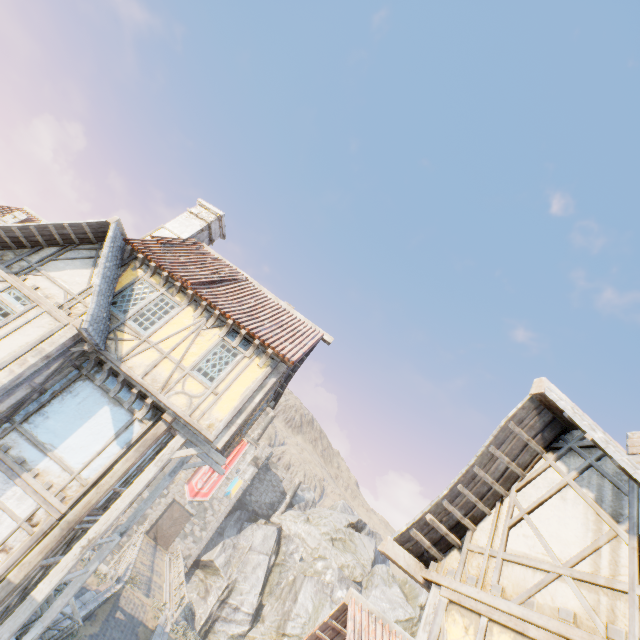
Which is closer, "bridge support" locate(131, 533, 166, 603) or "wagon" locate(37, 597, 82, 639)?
"wagon" locate(37, 597, 82, 639)

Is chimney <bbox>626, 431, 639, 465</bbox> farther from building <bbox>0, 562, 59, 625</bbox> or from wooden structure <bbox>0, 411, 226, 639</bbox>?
wooden structure <bbox>0, 411, 226, 639</bbox>

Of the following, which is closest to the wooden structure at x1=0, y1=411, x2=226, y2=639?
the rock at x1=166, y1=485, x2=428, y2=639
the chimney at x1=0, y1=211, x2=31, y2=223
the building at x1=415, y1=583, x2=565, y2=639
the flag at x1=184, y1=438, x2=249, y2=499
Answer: the flag at x1=184, y1=438, x2=249, y2=499

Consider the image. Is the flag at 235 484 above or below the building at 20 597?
above

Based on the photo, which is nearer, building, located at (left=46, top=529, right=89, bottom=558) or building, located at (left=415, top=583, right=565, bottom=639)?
building, located at (left=415, top=583, right=565, bottom=639)

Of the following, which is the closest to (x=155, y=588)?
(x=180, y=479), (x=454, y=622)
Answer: (x=180, y=479)

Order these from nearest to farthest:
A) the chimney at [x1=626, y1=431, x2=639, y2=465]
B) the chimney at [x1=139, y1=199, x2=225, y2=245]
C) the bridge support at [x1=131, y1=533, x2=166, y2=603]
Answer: the chimney at [x1=626, y1=431, x2=639, y2=465]
the chimney at [x1=139, y1=199, x2=225, y2=245]
the bridge support at [x1=131, y1=533, x2=166, y2=603]

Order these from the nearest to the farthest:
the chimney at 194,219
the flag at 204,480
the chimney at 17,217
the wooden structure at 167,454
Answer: the wooden structure at 167,454, the chimney at 17,217, the chimney at 194,219, the flag at 204,480
